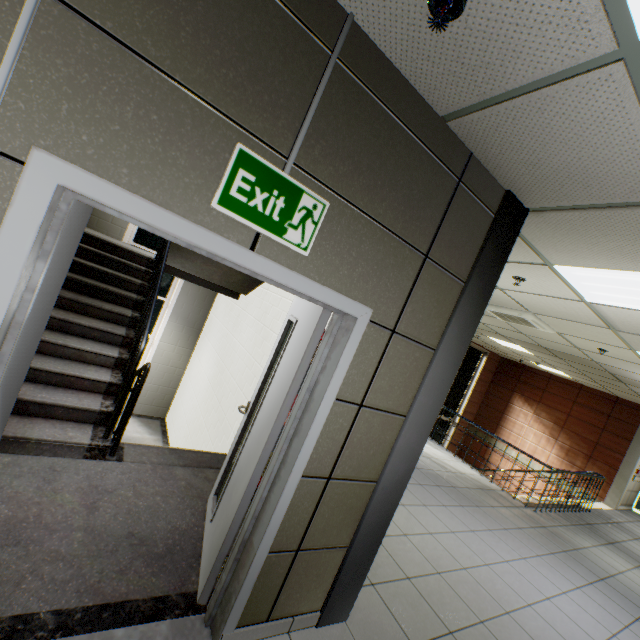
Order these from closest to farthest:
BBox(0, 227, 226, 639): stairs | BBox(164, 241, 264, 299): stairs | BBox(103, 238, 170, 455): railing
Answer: BBox(0, 227, 226, 639): stairs < BBox(103, 238, 170, 455): railing < BBox(164, 241, 264, 299): stairs

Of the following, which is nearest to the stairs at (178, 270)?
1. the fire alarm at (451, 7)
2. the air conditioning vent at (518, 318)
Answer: the fire alarm at (451, 7)

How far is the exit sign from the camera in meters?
1.3 m

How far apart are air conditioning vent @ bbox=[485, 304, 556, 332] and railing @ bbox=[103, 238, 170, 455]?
5.0 meters

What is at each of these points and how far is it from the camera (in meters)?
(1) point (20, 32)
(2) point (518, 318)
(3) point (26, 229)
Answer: (1) cable duct, 0.94
(2) air conditioning vent, 5.38
(3) door, 1.05

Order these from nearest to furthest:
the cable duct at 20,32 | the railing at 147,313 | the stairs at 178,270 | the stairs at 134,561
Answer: the cable duct at 20,32 < the stairs at 134,561 < the railing at 147,313 < the stairs at 178,270

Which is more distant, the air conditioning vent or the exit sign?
the air conditioning vent

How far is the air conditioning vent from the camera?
5.1m
